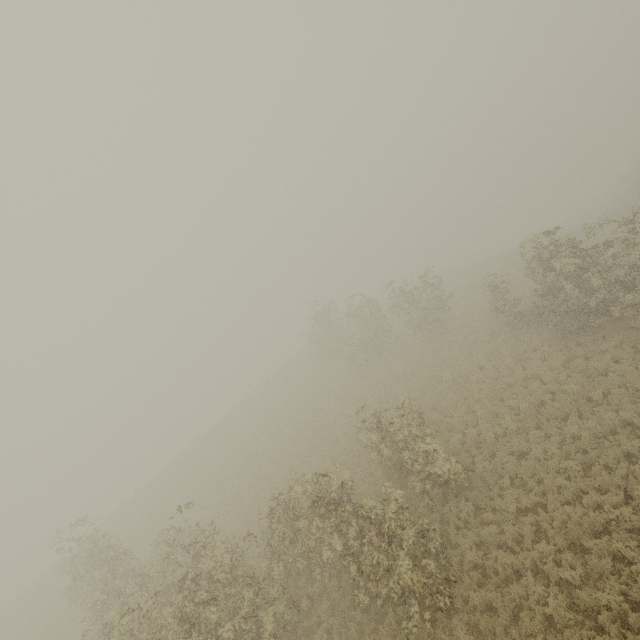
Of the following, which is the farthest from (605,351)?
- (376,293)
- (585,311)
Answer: (376,293)
